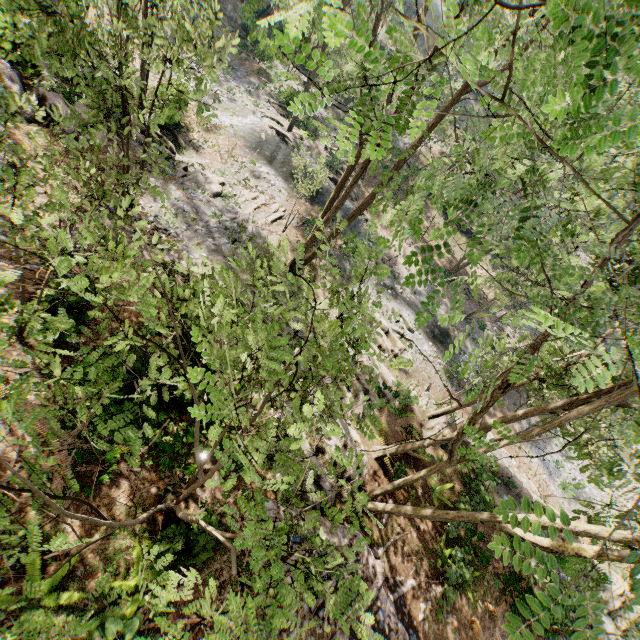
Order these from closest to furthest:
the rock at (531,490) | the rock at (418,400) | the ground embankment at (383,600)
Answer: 1. the ground embankment at (383,600)
2. the rock at (531,490)
3. the rock at (418,400)

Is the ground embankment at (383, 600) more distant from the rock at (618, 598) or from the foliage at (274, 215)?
the rock at (618, 598)

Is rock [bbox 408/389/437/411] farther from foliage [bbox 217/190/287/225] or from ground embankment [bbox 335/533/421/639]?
ground embankment [bbox 335/533/421/639]

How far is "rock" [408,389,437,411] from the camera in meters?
19.6 m

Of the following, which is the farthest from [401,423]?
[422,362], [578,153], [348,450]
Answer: [578,153]

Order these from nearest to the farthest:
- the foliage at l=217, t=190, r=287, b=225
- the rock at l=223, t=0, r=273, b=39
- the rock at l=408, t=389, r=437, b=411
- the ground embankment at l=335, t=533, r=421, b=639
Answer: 1. the ground embankment at l=335, t=533, r=421, b=639
2. the rock at l=408, t=389, r=437, b=411
3. the foliage at l=217, t=190, r=287, b=225
4. the rock at l=223, t=0, r=273, b=39

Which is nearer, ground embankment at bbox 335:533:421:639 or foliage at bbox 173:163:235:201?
ground embankment at bbox 335:533:421:639
